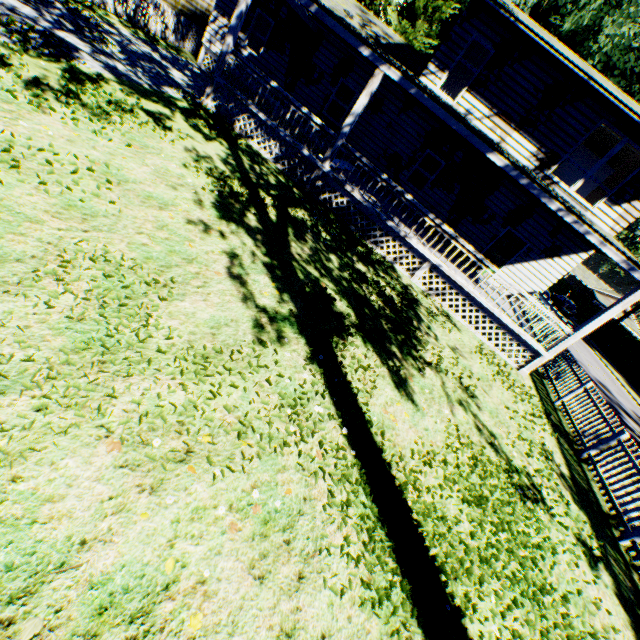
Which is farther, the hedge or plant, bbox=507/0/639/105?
the hedge

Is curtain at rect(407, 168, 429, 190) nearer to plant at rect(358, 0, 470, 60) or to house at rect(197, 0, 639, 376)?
house at rect(197, 0, 639, 376)

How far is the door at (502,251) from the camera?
14.2 meters

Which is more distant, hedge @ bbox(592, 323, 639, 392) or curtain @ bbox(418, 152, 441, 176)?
hedge @ bbox(592, 323, 639, 392)

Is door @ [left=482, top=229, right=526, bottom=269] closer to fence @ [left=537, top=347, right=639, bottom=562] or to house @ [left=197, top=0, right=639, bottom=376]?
house @ [left=197, top=0, right=639, bottom=376]

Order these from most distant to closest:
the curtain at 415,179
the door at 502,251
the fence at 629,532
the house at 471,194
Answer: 1. the curtain at 415,179
2. the door at 502,251
3. the house at 471,194
4. the fence at 629,532

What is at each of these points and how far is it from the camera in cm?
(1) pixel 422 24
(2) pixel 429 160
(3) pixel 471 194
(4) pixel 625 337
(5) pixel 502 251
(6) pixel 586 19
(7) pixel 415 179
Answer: (1) plant, 2425
(2) curtain, 1449
(3) house, 1413
(4) hedge, 3278
(5) door, 1457
(6) plant, 1844
(7) curtain, 1502

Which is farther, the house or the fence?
the house
